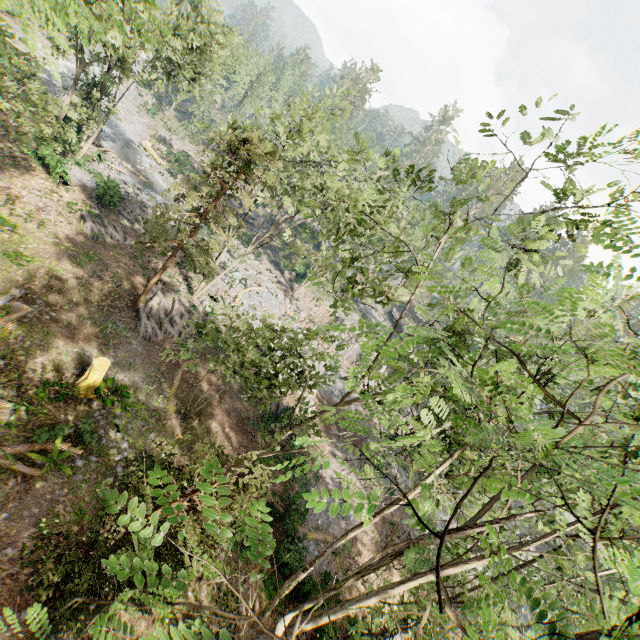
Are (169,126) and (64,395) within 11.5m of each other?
no

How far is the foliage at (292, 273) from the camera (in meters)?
24.50

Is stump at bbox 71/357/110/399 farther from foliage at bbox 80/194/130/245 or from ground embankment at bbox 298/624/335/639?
ground embankment at bbox 298/624/335/639

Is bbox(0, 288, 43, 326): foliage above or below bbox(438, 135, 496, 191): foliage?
below

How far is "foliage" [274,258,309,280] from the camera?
24.50m

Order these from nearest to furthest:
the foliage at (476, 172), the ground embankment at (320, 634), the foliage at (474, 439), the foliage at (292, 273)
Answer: the foliage at (474, 439) < the foliage at (476, 172) < the ground embankment at (320, 634) < the foliage at (292, 273)
